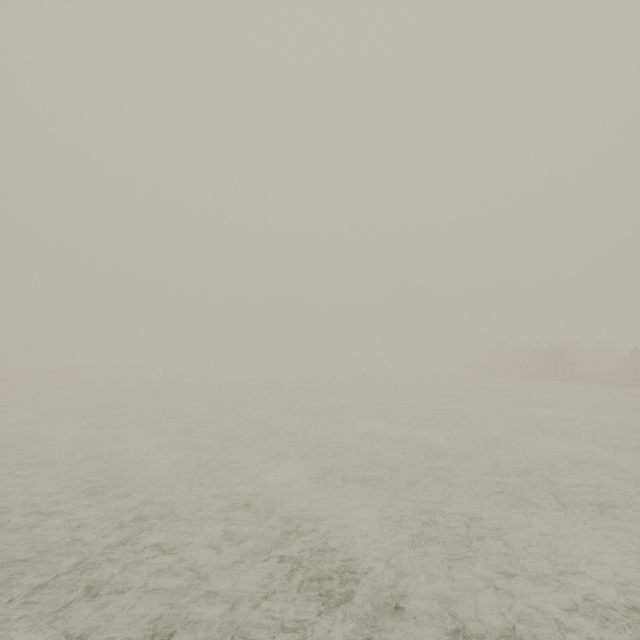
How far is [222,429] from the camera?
11.8m
